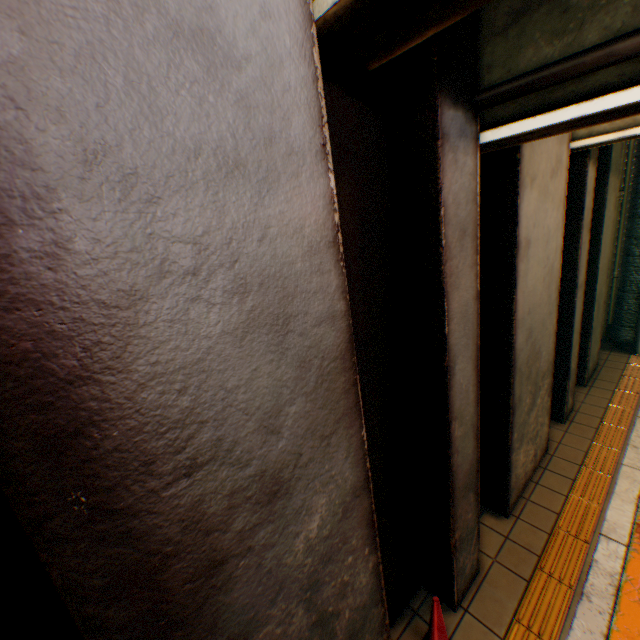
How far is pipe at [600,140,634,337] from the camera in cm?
702

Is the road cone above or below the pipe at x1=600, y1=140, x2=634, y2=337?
below

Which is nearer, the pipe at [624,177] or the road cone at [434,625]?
the road cone at [434,625]

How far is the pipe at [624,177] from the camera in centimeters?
702cm

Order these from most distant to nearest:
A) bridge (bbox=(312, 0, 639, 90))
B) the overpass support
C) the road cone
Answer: the overpass support < the road cone < bridge (bbox=(312, 0, 639, 90))

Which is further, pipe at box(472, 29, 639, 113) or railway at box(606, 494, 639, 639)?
railway at box(606, 494, 639, 639)

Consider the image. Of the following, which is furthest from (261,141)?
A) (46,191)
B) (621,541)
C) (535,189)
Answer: (621,541)

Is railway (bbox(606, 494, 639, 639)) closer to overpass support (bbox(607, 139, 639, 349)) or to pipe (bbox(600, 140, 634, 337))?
overpass support (bbox(607, 139, 639, 349))
